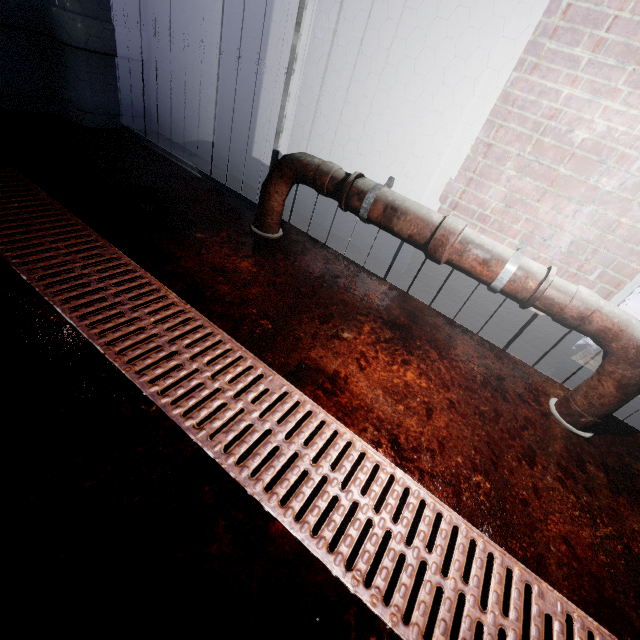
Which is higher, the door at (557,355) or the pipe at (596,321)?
the pipe at (596,321)

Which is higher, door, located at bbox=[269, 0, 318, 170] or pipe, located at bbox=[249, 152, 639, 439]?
door, located at bbox=[269, 0, 318, 170]

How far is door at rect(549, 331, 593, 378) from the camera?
1.9m

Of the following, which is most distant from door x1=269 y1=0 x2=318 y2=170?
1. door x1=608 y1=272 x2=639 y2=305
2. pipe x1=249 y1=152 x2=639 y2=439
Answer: door x1=608 y1=272 x2=639 y2=305

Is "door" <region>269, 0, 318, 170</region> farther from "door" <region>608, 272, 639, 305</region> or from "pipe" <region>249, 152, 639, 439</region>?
"door" <region>608, 272, 639, 305</region>

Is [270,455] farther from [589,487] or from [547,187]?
[547,187]

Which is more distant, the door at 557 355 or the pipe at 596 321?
the door at 557 355
